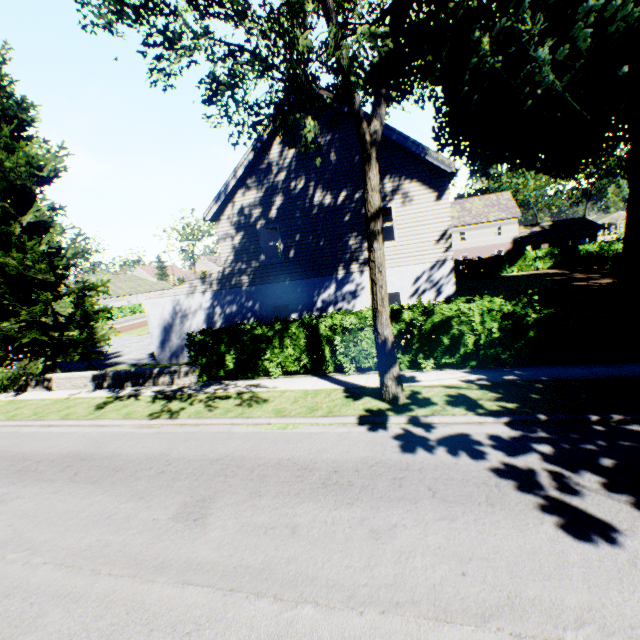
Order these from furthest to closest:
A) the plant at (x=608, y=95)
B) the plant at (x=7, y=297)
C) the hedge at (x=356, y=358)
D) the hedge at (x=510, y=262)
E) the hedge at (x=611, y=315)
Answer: the hedge at (x=510, y=262)
the plant at (x=7, y=297)
the hedge at (x=356, y=358)
the hedge at (x=611, y=315)
the plant at (x=608, y=95)

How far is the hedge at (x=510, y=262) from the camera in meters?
28.5 m

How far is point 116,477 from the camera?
7.2 meters

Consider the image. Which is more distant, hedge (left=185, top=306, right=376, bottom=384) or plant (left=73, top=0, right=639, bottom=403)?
hedge (left=185, top=306, right=376, bottom=384)

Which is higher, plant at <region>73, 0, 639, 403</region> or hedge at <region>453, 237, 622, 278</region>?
plant at <region>73, 0, 639, 403</region>

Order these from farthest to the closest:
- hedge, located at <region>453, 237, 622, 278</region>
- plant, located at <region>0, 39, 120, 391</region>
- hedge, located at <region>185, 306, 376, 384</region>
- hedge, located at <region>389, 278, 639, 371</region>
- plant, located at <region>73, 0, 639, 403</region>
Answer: hedge, located at <region>453, 237, 622, 278</region>, plant, located at <region>0, 39, 120, 391</region>, hedge, located at <region>185, 306, 376, 384</region>, hedge, located at <region>389, 278, 639, 371</region>, plant, located at <region>73, 0, 639, 403</region>

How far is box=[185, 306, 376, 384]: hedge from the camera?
11.13m
